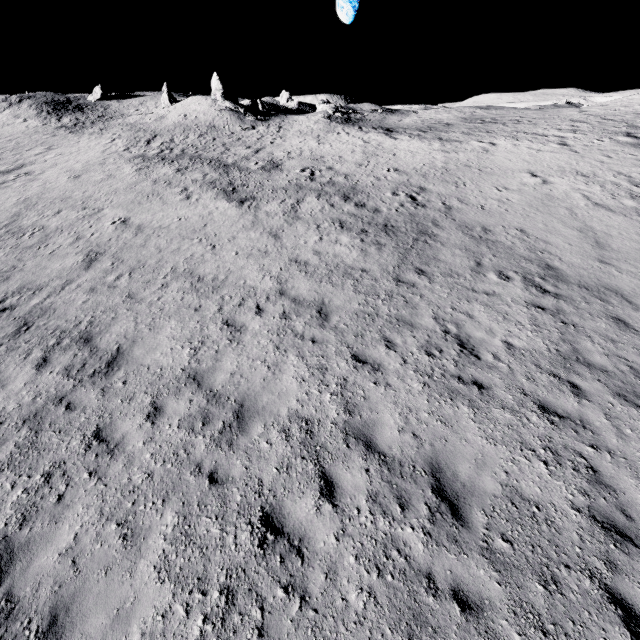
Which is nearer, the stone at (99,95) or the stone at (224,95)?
the stone at (224,95)

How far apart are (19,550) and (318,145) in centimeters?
3054cm

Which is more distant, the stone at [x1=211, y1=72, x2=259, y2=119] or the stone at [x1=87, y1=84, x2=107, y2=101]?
the stone at [x1=87, y1=84, x2=107, y2=101]

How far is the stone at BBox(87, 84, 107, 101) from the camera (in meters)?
56.44

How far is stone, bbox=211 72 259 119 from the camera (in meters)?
39.75

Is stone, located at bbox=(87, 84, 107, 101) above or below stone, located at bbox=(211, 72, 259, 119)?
above

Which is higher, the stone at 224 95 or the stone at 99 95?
the stone at 99 95
